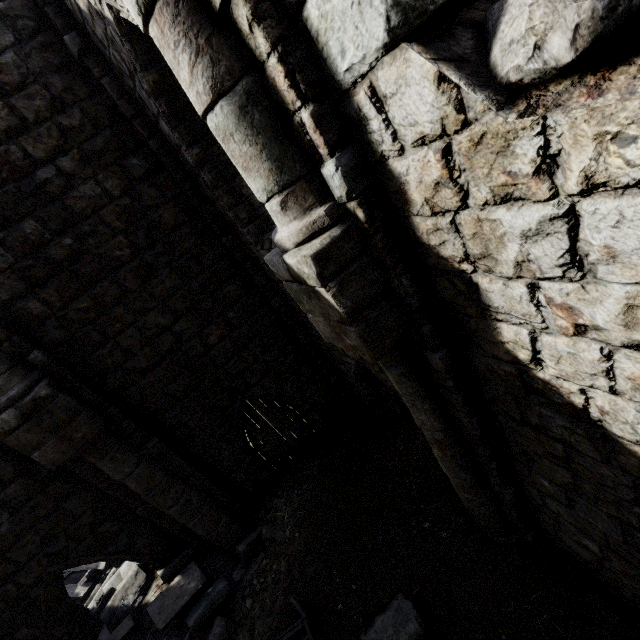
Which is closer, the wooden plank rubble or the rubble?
the rubble

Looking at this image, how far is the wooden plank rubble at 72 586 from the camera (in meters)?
9.16

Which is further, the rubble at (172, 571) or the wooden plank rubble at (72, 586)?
the wooden plank rubble at (72, 586)

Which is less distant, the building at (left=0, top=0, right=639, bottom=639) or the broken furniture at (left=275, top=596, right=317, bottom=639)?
the building at (left=0, top=0, right=639, bottom=639)

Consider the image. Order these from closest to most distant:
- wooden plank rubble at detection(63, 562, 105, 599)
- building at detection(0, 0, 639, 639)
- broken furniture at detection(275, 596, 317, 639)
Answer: building at detection(0, 0, 639, 639) < broken furniture at detection(275, 596, 317, 639) < wooden plank rubble at detection(63, 562, 105, 599)

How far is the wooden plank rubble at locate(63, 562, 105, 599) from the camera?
9.16m

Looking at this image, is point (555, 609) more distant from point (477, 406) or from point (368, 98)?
point (368, 98)

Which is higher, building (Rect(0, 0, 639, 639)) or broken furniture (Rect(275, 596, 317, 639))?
building (Rect(0, 0, 639, 639))
